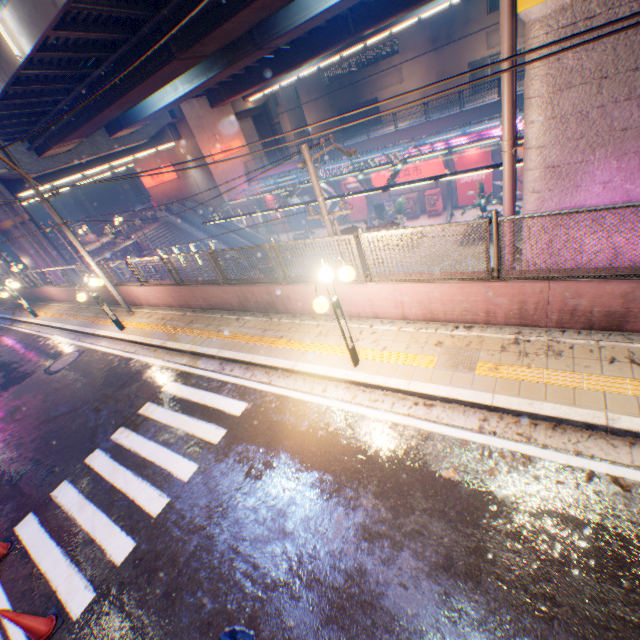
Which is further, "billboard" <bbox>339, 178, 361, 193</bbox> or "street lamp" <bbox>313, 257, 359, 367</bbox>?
"billboard" <bbox>339, 178, 361, 193</bbox>

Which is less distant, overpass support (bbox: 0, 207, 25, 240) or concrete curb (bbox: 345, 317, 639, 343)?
concrete curb (bbox: 345, 317, 639, 343)

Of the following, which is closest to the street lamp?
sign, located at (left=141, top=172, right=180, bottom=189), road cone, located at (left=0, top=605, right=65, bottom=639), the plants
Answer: road cone, located at (left=0, top=605, right=65, bottom=639)

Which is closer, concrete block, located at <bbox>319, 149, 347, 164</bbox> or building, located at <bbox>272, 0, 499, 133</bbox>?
concrete block, located at <bbox>319, 149, 347, 164</bbox>

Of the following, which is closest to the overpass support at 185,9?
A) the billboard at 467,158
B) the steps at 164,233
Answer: the steps at 164,233

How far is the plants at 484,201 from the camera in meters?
20.2 m

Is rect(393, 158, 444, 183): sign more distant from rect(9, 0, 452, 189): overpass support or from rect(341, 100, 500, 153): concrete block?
rect(9, 0, 452, 189): overpass support

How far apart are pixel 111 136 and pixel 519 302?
31.3m
